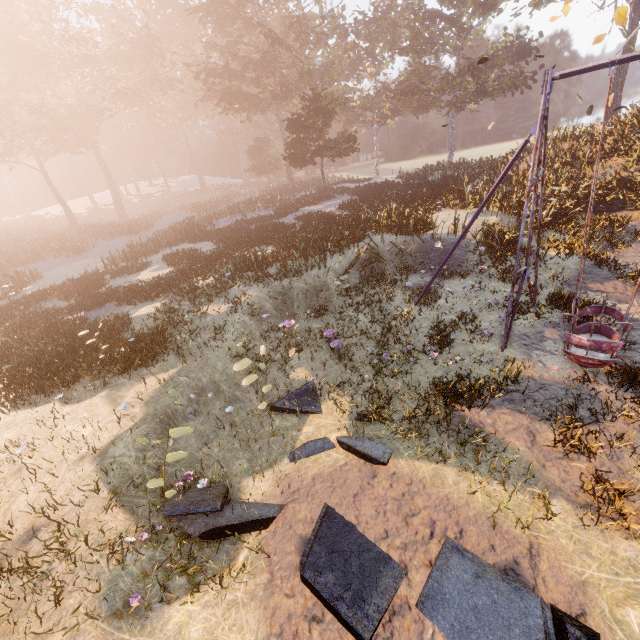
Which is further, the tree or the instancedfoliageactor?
the instancedfoliageactor

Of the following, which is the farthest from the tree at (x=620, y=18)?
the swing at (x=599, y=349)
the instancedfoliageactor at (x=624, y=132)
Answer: the swing at (x=599, y=349)

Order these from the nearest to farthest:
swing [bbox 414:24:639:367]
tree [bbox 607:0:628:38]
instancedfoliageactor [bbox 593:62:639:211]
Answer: swing [bbox 414:24:639:367]
tree [bbox 607:0:628:38]
instancedfoliageactor [bbox 593:62:639:211]

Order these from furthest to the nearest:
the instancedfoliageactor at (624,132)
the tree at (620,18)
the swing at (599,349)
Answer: the instancedfoliageactor at (624,132)
the tree at (620,18)
the swing at (599,349)

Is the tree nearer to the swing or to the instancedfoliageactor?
the instancedfoliageactor

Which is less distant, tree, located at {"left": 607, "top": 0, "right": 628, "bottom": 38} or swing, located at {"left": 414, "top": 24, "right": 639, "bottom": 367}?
swing, located at {"left": 414, "top": 24, "right": 639, "bottom": 367}

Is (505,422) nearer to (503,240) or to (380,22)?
(503,240)

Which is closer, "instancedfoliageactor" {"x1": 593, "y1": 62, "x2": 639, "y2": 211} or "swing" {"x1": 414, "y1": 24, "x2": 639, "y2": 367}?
"swing" {"x1": 414, "y1": 24, "x2": 639, "y2": 367}
